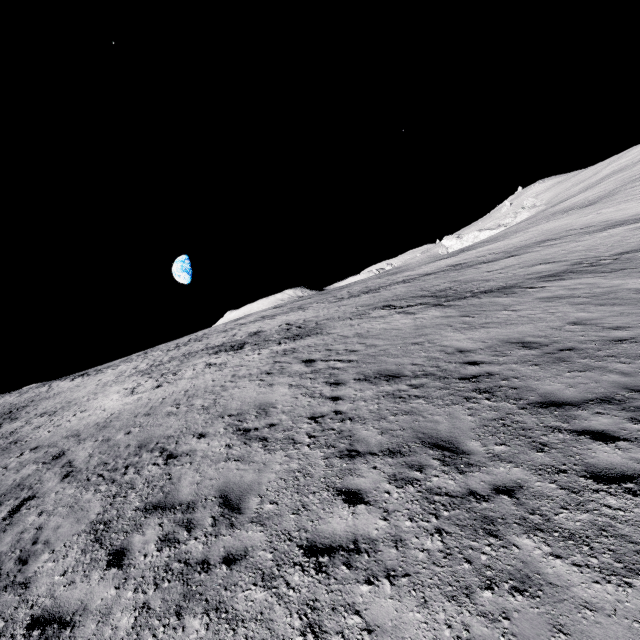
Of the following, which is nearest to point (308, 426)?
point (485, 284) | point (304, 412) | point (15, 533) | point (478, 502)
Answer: point (304, 412)
